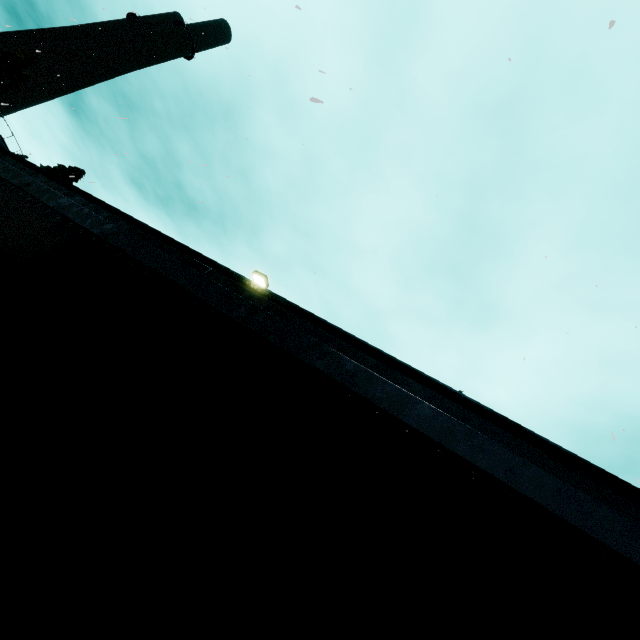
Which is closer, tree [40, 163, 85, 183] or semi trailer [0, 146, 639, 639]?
semi trailer [0, 146, 639, 639]

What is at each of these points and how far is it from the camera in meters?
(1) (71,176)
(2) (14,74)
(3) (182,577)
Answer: (1) tree, 7.0 m
(2) tree, 29.6 m
(3) semi trailer, 0.8 m

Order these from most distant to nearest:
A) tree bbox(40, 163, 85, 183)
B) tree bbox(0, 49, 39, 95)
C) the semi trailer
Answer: tree bbox(40, 163, 85, 183), tree bbox(0, 49, 39, 95), the semi trailer

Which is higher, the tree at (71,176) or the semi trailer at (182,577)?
the tree at (71,176)

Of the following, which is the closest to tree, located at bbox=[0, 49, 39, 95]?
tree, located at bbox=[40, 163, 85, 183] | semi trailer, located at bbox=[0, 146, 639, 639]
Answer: tree, located at bbox=[40, 163, 85, 183]

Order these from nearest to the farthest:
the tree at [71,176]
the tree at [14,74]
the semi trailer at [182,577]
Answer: the semi trailer at [182,577]
the tree at [14,74]
the tree at [71,176]

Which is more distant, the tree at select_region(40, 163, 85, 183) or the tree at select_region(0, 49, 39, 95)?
the tree at select_region(40, 163, 85, 183)
